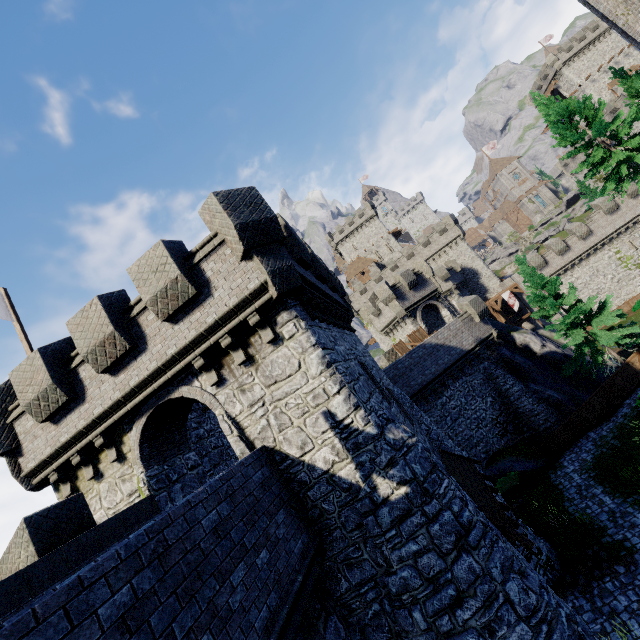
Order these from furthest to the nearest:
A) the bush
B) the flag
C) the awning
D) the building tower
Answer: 1. the building tower
2. the bush
3. the flag
4. the awning

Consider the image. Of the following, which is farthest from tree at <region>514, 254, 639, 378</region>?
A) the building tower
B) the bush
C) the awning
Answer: the building tower

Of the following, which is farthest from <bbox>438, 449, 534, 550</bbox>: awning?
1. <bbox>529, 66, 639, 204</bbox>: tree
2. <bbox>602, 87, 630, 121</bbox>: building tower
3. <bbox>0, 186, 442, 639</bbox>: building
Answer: <bbox>602, 87, 630, 121</bbox>: building tower

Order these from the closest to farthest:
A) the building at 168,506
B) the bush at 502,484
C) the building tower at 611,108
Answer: the building at 168,506
the bush at 502,484
the building tower at 611,108

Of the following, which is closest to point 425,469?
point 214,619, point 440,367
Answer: point 214,619

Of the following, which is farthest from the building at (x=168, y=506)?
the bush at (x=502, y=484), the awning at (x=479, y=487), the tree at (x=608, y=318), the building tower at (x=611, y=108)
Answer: the building tower at (x=611, y=108)

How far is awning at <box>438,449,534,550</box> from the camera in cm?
866

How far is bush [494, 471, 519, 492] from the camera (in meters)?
20.42
